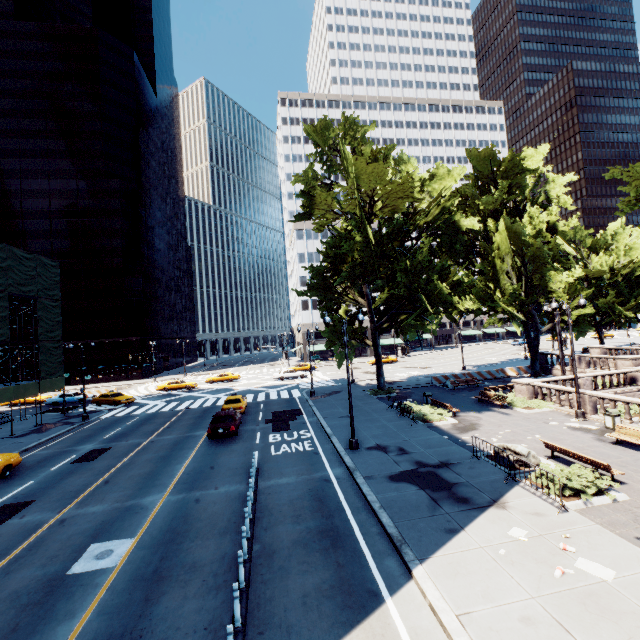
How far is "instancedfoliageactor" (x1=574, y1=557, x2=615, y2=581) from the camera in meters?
7.6 m

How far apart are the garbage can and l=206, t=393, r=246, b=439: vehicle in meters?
21.2 m

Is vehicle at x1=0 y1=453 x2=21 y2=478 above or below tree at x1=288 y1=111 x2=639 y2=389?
below

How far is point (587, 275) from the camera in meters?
43.6

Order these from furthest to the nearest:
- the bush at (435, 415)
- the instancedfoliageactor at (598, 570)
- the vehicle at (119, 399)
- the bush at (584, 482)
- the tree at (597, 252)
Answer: the vehicle at (119, 399)
the tree at (597, 252)
the bush at (435, 415)
the bush at (584, 482)
the instancedfoliageactor at (598, 570)

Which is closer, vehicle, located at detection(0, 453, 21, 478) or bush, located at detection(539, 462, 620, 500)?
bush, located at detection(539, 462, 620, 500)

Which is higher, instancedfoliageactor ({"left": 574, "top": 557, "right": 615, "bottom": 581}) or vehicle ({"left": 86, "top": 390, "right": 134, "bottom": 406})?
vehicle ({"left": 86, "top": 390, "right": 134, "bottom": 406})

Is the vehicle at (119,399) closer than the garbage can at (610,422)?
No
